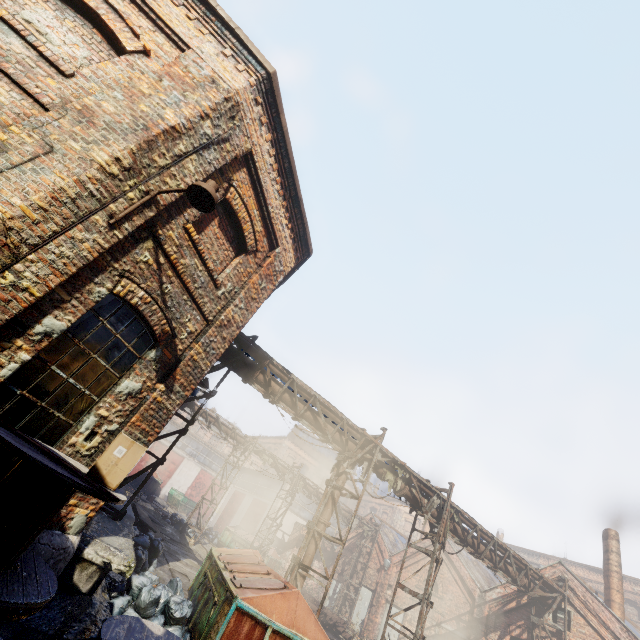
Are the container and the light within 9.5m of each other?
no

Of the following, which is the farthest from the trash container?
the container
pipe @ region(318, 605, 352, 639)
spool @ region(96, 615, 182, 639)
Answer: the container

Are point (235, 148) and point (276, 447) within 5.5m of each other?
no

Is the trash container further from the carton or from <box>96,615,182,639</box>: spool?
the carton

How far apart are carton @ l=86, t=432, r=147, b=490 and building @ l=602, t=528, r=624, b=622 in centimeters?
2197cm

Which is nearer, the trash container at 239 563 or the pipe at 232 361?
the trash container at 239 563

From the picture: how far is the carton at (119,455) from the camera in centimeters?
351cm

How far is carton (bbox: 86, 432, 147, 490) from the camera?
3.5m
